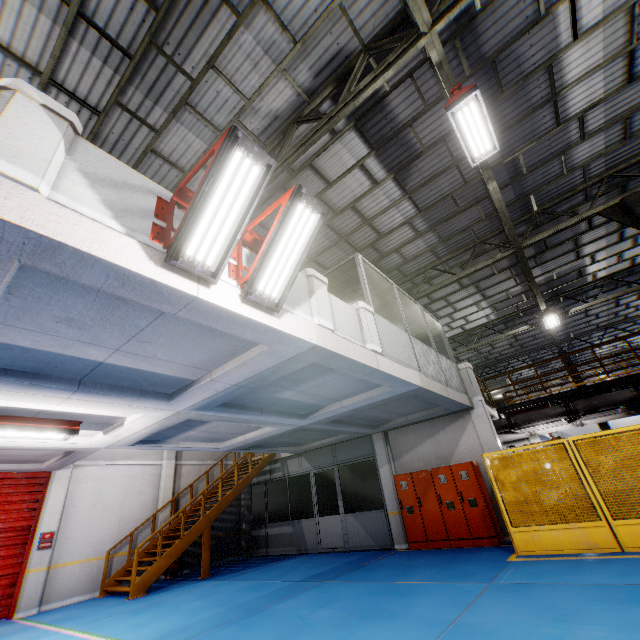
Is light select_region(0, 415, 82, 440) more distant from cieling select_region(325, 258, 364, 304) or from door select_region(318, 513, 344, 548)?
door select_region(318, 513, 344, 548)

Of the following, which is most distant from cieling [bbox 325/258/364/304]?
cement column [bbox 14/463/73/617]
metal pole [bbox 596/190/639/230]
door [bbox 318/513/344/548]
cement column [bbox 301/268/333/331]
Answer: cement column [bbox 14/463/73/617]

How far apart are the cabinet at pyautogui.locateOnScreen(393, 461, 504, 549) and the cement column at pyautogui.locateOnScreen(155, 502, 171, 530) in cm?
917

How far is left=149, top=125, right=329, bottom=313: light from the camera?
3.4m

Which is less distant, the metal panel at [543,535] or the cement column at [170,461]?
the metal panel at [543,535]

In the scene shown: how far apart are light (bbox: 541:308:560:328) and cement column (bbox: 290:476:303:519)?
15.3m

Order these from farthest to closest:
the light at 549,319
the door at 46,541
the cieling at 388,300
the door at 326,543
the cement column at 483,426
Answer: the light at 549,319, the door at 326,543, the cement column at 483,426, the door at 46,541, the cieling at 388,300

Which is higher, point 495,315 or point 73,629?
point 495,315
